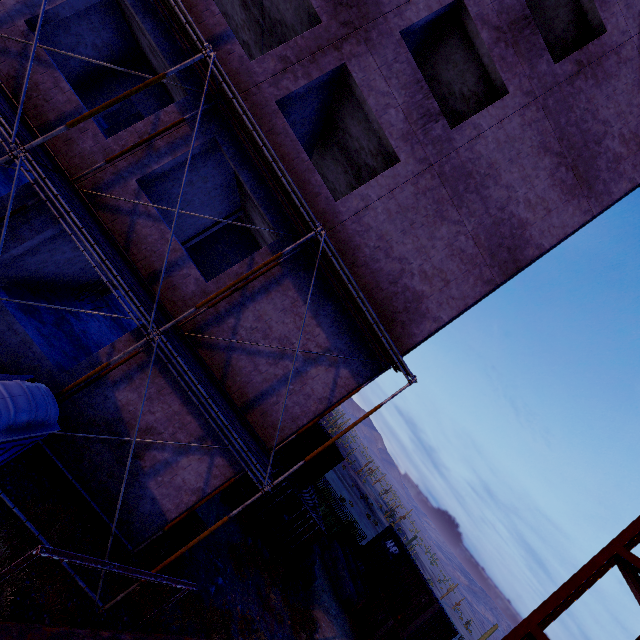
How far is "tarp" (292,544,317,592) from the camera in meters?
15.9

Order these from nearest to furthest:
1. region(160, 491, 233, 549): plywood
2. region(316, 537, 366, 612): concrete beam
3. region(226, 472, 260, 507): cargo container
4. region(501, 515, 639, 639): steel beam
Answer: region(160, 491, 233, 549): plywood < region(501, 515, 639, 639): steel beam < region(226, 472, 260, 507): cargo container < region(316, 537, 366, 612): concrete beam

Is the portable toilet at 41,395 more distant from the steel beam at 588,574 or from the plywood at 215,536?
the steel beam at 588,574

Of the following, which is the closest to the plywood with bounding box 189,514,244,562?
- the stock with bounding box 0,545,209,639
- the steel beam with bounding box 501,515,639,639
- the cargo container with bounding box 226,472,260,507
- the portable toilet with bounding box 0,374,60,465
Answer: the cargo container with bounding box 226,472,260,507

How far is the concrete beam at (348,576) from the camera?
19.2m

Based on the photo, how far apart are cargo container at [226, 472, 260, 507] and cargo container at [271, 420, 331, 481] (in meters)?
2.20

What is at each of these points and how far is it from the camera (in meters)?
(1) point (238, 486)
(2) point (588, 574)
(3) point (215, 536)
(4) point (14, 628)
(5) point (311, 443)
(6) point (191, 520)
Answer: (1) cargo container, 15.22
(2) steel beam, 10.92
(3) plywood, 12.12
(4) stock, 4.49
(5) cargo container, 19.28
(6) plywood, 10.15

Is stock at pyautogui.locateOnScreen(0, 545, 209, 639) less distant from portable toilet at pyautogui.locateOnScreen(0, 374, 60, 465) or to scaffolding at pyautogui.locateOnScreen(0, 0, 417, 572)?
scaffolding at pyautogui.locateOnScreen(0, 0, 417, 572)
